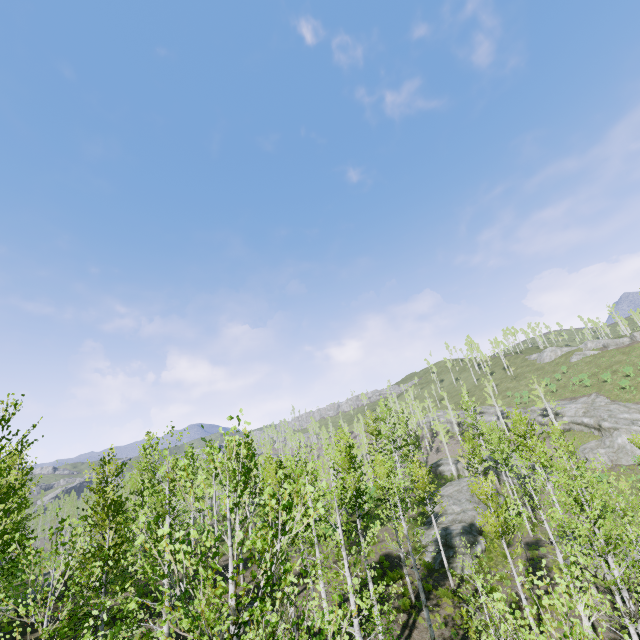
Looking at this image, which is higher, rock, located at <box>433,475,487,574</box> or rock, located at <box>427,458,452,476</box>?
rock, located at <box>427,458,452,476</box>

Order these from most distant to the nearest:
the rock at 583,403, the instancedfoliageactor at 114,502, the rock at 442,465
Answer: the rock at 442,465, the rock at 583,403, the instancedfoliageactor at 114,502

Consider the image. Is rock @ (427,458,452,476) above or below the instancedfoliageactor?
below

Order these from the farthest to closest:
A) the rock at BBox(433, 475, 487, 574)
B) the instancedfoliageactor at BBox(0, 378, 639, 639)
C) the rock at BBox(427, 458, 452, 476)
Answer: the rock at BBox(427, 458, 452, 476)
the rock at BBox(433, 475, 487, 574)
the instancedfoliageactor at BBox(0, 378, 639, 639)

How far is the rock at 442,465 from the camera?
51.7m

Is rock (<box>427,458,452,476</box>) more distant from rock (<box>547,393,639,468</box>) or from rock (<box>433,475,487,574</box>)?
rock (<box>433,475,487,574</box>)

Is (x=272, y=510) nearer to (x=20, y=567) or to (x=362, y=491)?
(x=362, y=491)

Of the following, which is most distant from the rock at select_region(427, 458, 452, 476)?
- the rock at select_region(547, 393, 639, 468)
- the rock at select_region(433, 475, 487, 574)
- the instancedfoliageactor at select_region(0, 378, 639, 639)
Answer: the rock at select_region(433, 475, 487, 574)
